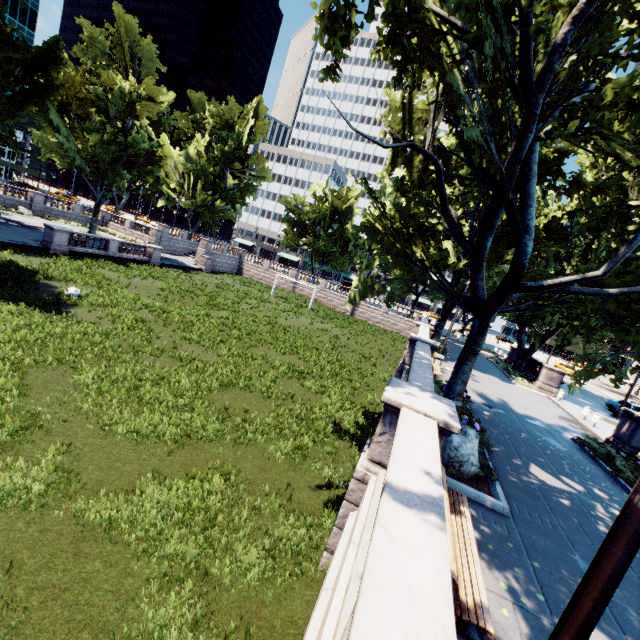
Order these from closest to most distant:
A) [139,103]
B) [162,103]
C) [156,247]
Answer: [156,247]
[139,103]
[162,103]

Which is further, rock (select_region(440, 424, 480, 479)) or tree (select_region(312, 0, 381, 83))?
rock (select_region(440, 424, 480, 479))

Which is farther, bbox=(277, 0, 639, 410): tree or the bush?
the bush

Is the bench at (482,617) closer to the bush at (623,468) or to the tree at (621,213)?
the tree at (621,213)

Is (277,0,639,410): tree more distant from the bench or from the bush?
the bench
